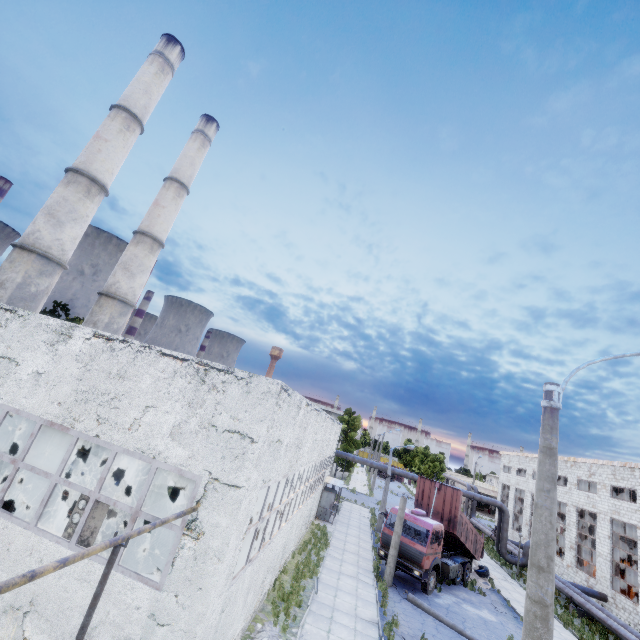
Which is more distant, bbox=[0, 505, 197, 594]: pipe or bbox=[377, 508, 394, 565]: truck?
bbox=[377, 508, 394, 565]: truck

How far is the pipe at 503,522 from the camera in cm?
2853

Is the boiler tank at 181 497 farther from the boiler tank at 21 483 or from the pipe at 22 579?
the pipe at 22 579

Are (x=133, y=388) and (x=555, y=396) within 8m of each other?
no

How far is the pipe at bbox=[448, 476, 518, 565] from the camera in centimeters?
2853cm

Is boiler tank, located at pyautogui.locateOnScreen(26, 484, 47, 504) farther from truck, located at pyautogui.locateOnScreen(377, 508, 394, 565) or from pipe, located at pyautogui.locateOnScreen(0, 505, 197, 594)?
pipe, located at pyautogui.locateOnScreen(0, 505, 197, 594)

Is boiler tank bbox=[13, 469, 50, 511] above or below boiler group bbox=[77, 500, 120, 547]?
below

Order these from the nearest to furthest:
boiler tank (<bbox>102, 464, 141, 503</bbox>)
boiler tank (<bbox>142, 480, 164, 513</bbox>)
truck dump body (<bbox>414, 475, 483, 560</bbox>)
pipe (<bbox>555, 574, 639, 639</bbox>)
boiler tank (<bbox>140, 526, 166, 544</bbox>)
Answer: boiler tank (<bbox>102, 464, 141, 503</bbox>) → boiler tank (<bbox>140, 526, 166, 544</bbox>) → boiler tank (<bbox>142, 480, 164, 513</bbox>) → pipe (<bbox>555, 574, 639, 639</bbox>) → truck dump body (<bbox>414, 475, 483, 560</bbox>)
